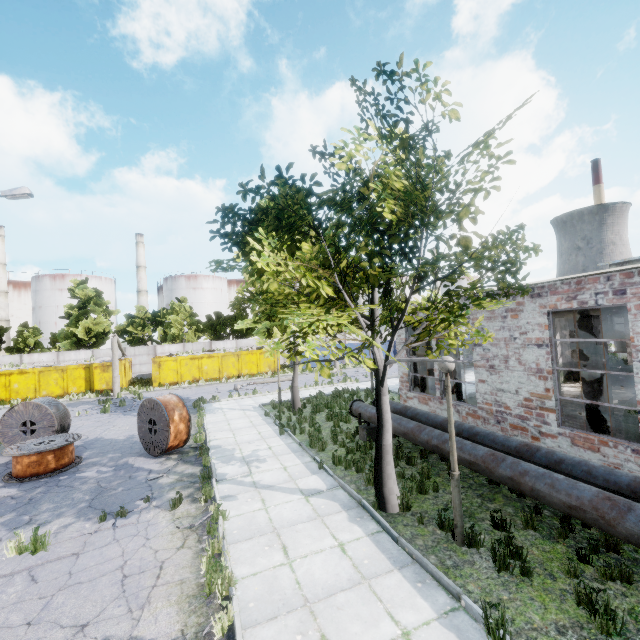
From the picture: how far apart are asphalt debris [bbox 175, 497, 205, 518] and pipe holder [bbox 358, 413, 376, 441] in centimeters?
560cm

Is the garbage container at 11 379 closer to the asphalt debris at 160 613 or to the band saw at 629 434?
the asphalt debris at 160 613

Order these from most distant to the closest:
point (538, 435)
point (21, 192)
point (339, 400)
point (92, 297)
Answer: point (92, 297) < point (339, 400) < point (21, 192) < point (538, 435)

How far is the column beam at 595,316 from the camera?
9.99m

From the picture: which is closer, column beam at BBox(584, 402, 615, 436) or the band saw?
the band saw

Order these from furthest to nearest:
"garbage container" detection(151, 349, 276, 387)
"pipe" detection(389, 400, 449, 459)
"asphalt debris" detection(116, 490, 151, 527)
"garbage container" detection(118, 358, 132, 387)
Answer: "garbage container" detection(151, 349, 276, 387), "garbage container" detection(118, 358, 132, 387), "pipe" detection(389, 400, 449, 459), "asphalt debris" detection(116, 490, 151, 527)

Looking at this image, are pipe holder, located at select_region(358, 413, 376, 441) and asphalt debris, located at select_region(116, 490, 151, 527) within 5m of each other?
no

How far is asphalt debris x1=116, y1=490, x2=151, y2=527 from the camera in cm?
728
